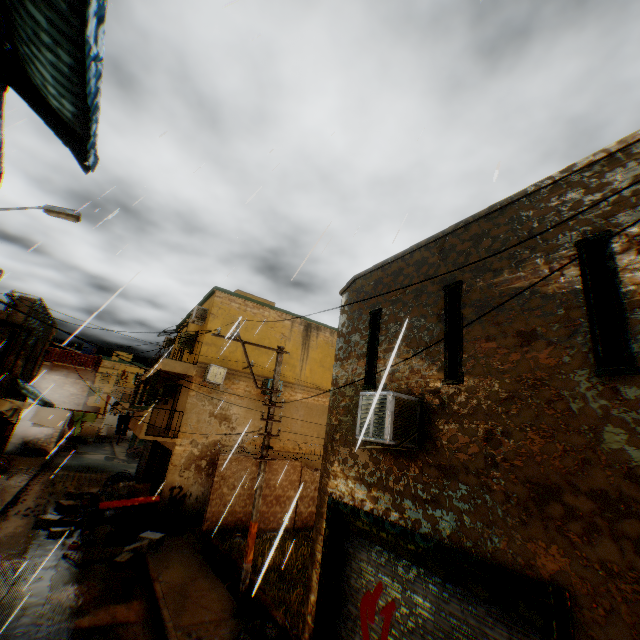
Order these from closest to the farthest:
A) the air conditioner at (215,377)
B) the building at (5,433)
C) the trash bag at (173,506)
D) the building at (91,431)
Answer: the trash bag at (173,506) < the building at (5,433) < the air conditioner at (215,377) < the building at (91,431)

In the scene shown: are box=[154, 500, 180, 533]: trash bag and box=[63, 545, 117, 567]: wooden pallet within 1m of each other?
no

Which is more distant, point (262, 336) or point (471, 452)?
point (262, 336)

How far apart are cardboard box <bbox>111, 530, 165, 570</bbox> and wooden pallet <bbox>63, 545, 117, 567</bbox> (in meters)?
0.19

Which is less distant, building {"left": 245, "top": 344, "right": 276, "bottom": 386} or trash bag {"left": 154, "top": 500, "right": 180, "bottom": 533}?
trash bag {"left": 154, "top": 500, "right": 180, "bottom": 533}

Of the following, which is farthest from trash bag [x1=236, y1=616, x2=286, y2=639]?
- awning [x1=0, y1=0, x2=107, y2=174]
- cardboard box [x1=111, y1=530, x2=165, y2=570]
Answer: cardboard box [x1=111, y1=530, x2=165, y2=570]

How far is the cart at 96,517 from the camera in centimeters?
1188cm

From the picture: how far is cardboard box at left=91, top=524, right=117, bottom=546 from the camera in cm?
1148
